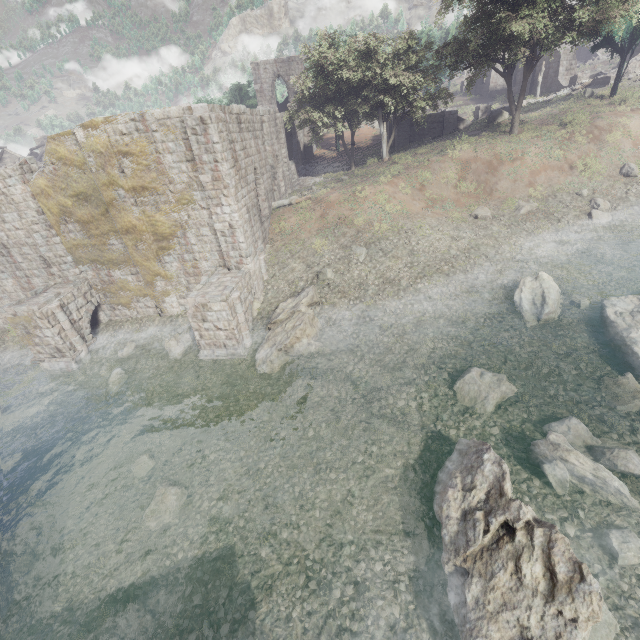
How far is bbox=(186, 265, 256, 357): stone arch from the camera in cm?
1391

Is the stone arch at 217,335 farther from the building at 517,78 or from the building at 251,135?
the building at 517,78

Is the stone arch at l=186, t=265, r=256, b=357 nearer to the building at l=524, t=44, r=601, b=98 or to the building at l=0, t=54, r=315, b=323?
the building at l=0, t=54, r=315, b=323

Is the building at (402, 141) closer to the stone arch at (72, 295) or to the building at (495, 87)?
the stone arch at (72, 295)

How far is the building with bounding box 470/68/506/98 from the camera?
49.2m

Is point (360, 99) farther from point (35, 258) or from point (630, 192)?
point (35, 258)

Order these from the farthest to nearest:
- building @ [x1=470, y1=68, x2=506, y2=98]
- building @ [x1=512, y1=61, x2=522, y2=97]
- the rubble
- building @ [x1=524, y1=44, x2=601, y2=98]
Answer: building @ [x1=470, y1=68, x2=506, y2=98]
building @ [x1=512, y1=61, x2=522, y2=97]
building @ [x1=524, y1=44, x2=601, y2=98]
the rubble
